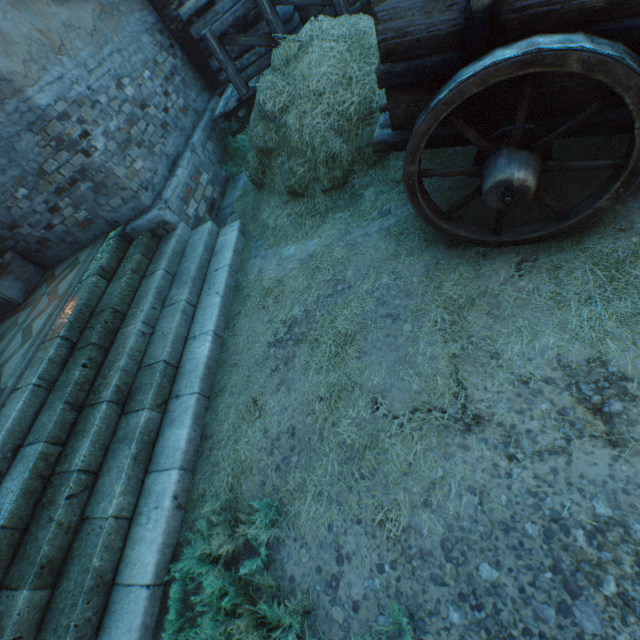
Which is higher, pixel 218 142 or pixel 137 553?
pixel 218 142

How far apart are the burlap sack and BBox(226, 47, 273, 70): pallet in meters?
0.0

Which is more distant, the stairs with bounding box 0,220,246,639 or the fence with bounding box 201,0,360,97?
the fence with bounding box 201,0,360,97

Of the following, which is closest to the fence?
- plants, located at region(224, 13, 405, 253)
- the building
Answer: plants, located at region(224, 13, 405, 253)

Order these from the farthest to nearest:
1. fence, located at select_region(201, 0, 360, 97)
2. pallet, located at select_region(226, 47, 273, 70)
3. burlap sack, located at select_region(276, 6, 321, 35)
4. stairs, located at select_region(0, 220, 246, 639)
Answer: pallet, located at select_region(226, 47, 273, 70)
burlap sack, located at select_region(276, 6, 321, 35)
fence, located at select_region(201, 0, 360, 97)
stairs, located at select_region(0, 220, 246, 639)

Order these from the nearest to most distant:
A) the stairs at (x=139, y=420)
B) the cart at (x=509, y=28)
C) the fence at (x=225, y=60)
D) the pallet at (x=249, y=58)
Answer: the cart at (x=509, y=28)
the stairs at (x=139, y=420)
the fence at (x=225, y=60)
the pallet at (x=249, y=58)

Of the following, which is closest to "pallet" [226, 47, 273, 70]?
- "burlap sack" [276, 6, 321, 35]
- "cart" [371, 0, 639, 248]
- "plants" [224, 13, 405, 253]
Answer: "burlap sack" [276, 6, 321, 35]

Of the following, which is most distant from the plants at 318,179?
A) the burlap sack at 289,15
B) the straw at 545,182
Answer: the burlap sack at 289,15
